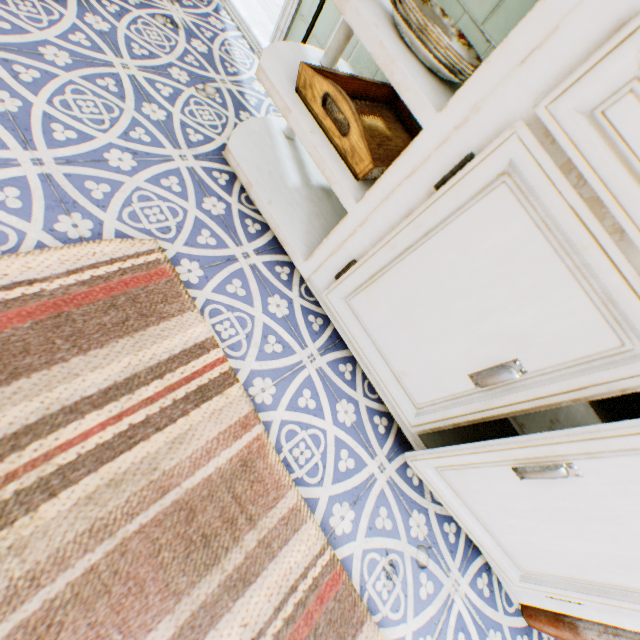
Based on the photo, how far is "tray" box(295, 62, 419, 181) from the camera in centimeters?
91cm

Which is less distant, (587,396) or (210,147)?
(587,396)

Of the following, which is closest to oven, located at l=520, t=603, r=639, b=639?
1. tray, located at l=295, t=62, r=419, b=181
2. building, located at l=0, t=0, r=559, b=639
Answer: building, located at l=0, t=0, r=559, b=639

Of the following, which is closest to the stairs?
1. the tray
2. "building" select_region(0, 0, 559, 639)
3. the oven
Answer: "building" select_region(0, 0, 559, 639)

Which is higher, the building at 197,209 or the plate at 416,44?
the plate at 416,44

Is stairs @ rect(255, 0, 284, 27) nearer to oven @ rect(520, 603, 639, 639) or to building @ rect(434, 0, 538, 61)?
building @ rect(434, 0, 538, 61)

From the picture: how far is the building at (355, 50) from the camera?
1.4m

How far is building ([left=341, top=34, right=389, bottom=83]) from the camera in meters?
1.4 m
